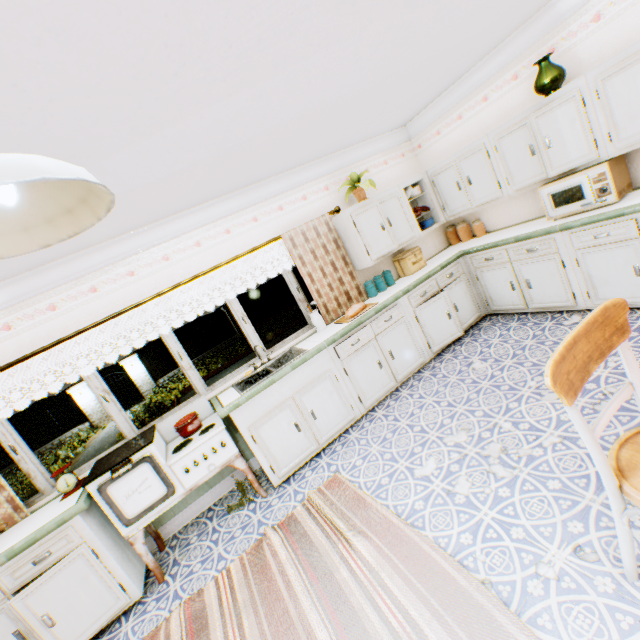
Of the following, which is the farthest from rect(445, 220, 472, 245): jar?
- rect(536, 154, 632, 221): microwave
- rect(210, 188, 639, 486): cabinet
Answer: rect(536, 154, 632, 221): microwave

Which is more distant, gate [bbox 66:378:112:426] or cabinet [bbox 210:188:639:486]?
gate [bbox 66:378:112:426]

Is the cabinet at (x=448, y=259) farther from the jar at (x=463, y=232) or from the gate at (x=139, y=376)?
the gate at (x=139, y=376)

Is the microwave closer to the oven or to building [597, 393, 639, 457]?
building [597, 393, 639, 457]

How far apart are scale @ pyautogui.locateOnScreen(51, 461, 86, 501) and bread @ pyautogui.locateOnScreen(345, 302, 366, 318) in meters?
3.3

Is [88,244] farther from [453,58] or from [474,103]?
[474,103]

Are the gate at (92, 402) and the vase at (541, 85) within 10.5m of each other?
no

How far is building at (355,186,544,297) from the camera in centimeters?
438cm
